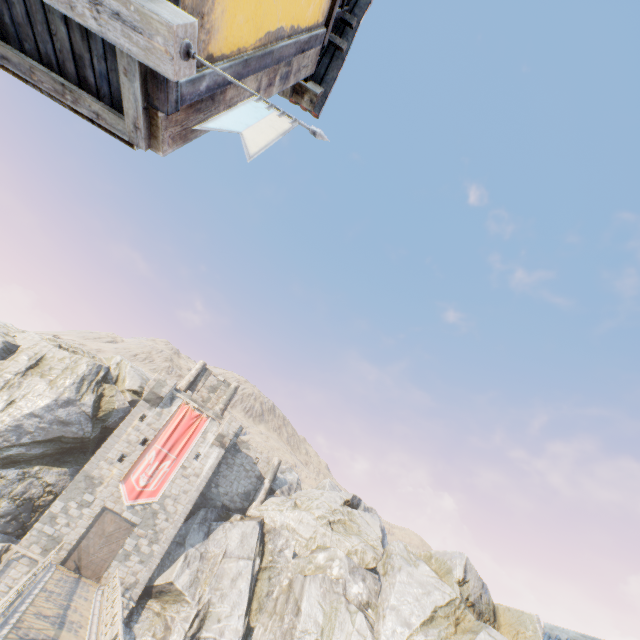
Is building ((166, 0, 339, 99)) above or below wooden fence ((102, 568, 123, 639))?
above

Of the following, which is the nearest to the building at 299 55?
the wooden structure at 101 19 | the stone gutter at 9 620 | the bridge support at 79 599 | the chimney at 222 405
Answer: the wooden structure at 101 19

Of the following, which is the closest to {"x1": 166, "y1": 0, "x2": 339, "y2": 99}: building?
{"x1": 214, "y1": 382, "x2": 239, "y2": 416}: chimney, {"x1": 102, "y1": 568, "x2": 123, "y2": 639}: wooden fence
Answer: {"x1": 102, "y1": 568, "x2": 123, "y2": 639}: wooden fence

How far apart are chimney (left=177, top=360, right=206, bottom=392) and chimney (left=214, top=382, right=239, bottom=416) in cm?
319

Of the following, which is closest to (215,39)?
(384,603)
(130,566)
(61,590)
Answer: (61,590)

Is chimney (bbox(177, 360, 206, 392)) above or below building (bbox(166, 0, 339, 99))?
above

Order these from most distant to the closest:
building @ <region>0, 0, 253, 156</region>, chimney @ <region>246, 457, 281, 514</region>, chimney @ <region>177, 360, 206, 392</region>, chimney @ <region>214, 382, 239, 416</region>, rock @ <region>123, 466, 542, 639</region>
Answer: chimney @ <region>214, 382, 239, 416</region> → chimney @ <region>177, 360, 206, 392</region> → chimney @ <region>246, 457, 281, 514</region> → rock @ <region>123, 466, 542, 639</region> → building @ <region>0, 0, 253, 156</region>

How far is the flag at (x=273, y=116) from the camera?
1.5m
